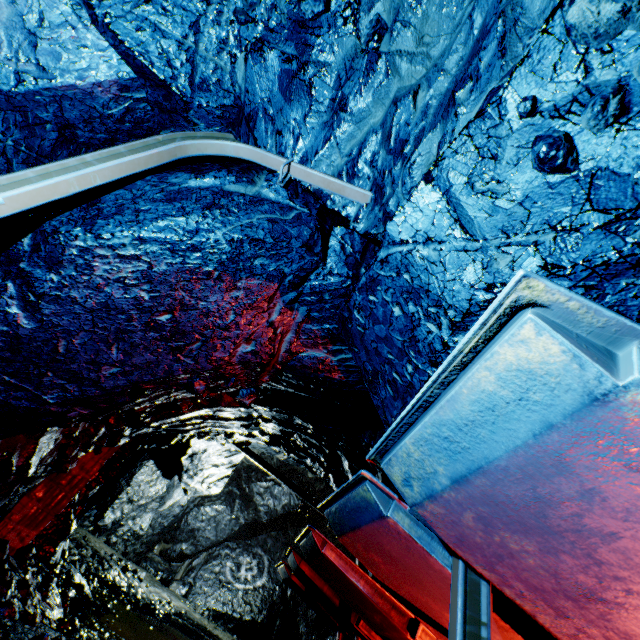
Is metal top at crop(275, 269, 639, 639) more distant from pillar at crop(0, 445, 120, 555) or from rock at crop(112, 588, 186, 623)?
rock at crop(112, 588, 186, 623)

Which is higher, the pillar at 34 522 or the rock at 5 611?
the pillar at 34 522

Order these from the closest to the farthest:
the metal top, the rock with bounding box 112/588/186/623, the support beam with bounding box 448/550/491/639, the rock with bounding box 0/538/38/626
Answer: the metal top < the support beam with bounding box 448/550/491/639 < the rock with bounding box 0/538/38/626 < the rock with bounding box 112/588/186/623

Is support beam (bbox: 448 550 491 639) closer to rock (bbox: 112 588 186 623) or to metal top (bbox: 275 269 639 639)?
metal top (bbox: 275 269 639 639)

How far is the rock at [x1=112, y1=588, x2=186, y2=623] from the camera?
8.1m

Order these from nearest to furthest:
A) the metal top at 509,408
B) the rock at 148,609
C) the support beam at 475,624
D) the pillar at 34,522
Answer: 1. the metal top at 509,408
2. the support beam at 475,624
3. the pillar at 34,522
4. the rock at 148,609

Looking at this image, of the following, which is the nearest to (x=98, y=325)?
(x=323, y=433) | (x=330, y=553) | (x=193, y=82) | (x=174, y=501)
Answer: (x=193, y=82)

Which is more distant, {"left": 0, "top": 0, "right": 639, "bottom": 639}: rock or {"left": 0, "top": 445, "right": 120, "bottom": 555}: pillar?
{"left": 0, "top": 445, "right": 120, "bottom": 555}: pillar
